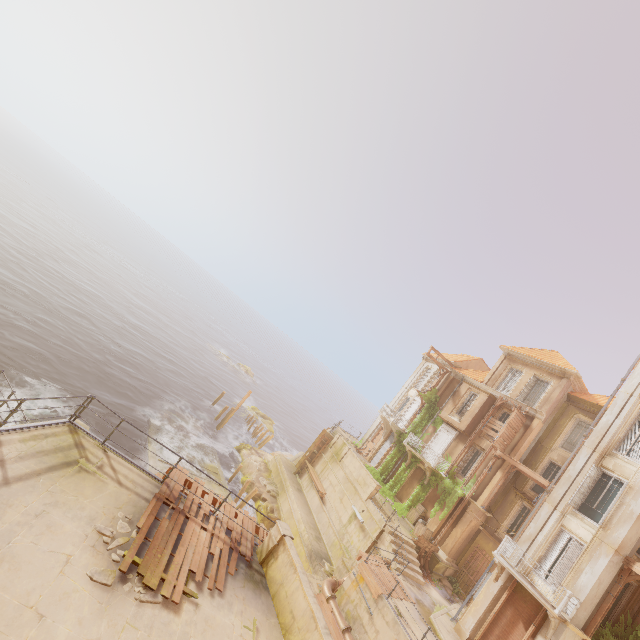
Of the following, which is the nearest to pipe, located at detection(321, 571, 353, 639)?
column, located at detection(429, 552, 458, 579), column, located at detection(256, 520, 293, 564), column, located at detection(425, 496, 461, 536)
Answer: column, located at detection(429, 552, 458, 579)

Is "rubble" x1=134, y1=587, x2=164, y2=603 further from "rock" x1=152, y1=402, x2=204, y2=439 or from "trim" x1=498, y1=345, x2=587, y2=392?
"trim" x1=498, y1=345, x2=587, y2=392

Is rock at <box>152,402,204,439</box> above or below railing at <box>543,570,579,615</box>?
below

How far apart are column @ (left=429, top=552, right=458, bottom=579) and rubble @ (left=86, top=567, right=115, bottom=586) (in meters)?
22.30

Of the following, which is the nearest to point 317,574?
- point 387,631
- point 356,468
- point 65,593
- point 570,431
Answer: point 387,631

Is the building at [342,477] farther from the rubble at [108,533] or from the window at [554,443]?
the window at [554,443]

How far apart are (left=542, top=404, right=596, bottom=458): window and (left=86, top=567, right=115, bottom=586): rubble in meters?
27.4 m

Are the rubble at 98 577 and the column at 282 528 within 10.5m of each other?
yes
